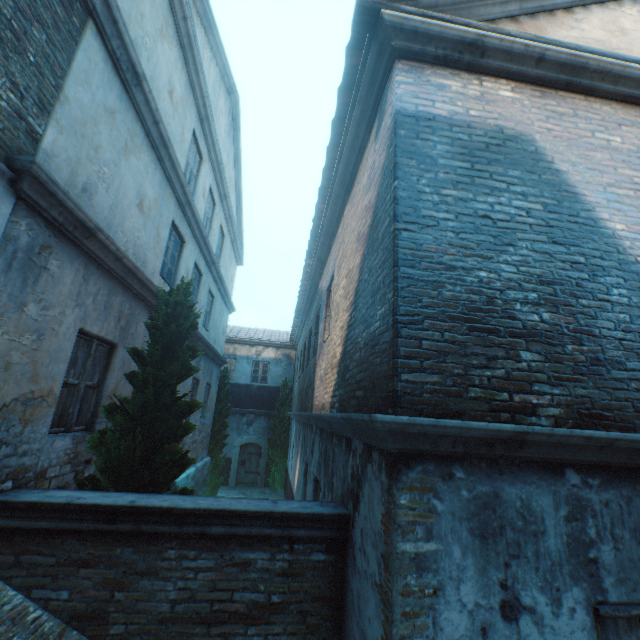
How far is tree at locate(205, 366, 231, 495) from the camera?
13.7m

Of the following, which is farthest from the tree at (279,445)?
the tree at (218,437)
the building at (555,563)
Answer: the building at (555,563)

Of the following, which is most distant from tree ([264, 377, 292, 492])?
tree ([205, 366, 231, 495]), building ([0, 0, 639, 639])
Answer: building ([0, 0, 639, 639])

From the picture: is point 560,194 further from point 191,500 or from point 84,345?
point 84,345

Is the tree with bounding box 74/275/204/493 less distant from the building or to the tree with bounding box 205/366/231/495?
the tree with bounding box 205/366/231/495

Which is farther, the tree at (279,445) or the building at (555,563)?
the tree at (279,445)

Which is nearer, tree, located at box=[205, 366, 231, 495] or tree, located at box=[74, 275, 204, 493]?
tree, located at box=[74, 275, 204, 493]
